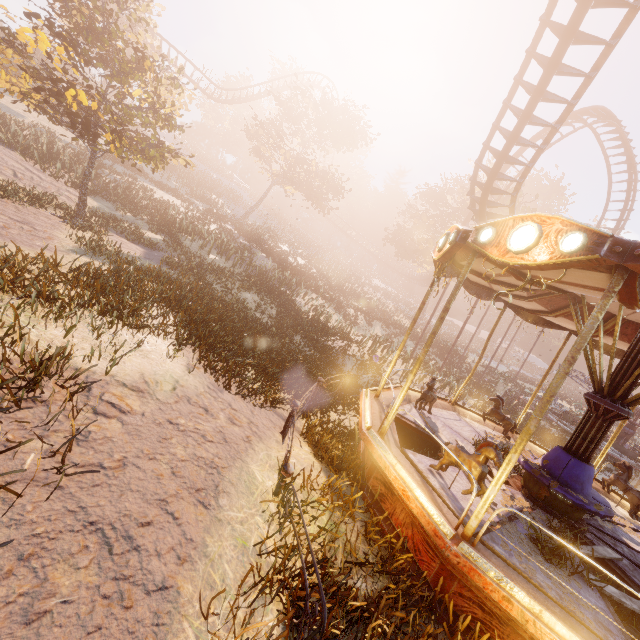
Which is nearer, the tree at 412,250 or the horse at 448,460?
the horse at 448,460

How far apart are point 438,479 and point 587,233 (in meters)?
3.90

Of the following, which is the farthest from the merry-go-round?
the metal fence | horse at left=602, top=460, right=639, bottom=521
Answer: the metal fence

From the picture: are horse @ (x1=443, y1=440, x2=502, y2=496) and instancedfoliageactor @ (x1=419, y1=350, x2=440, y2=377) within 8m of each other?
no

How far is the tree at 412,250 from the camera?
35.6m

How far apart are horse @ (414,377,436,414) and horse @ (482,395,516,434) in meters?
2.0

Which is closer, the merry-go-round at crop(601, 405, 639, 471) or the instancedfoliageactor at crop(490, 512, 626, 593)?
the instancedfoliageactor at crop(490, 512, 626, 593)

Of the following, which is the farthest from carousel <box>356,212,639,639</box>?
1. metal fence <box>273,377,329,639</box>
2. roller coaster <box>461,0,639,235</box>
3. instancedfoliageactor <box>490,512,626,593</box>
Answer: roller coaster <box>461,0,639,235</box>
